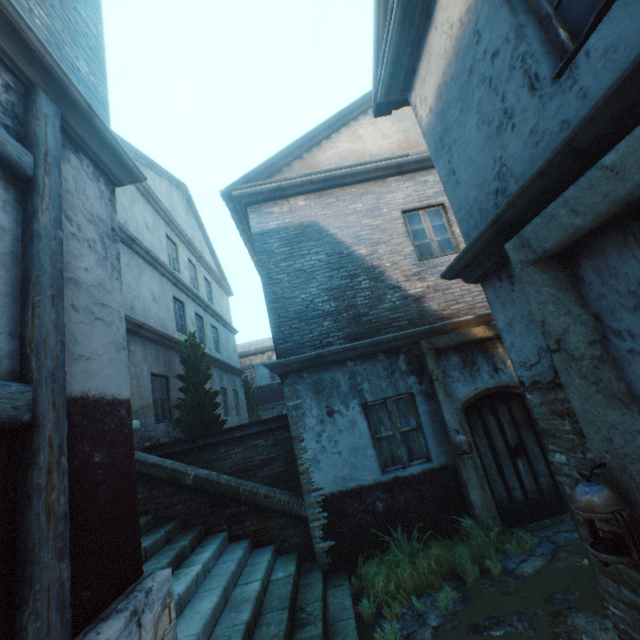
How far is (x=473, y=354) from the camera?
6.4m

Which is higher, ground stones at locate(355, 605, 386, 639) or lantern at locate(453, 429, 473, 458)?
lantern at locate(453, 429, 473, 458)

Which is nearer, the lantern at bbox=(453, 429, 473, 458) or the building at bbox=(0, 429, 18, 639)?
the building at bbox=(0, 429, 18, 639)

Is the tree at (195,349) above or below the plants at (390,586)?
above

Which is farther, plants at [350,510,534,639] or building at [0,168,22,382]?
plants at [350,510,534,639]

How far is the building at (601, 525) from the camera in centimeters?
223cm

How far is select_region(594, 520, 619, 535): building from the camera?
2.2 meters

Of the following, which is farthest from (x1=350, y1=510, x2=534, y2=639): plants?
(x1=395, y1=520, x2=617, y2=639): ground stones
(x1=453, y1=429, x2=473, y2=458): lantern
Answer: (x1=453, y1=429, x2=473, y2=458): lantern
